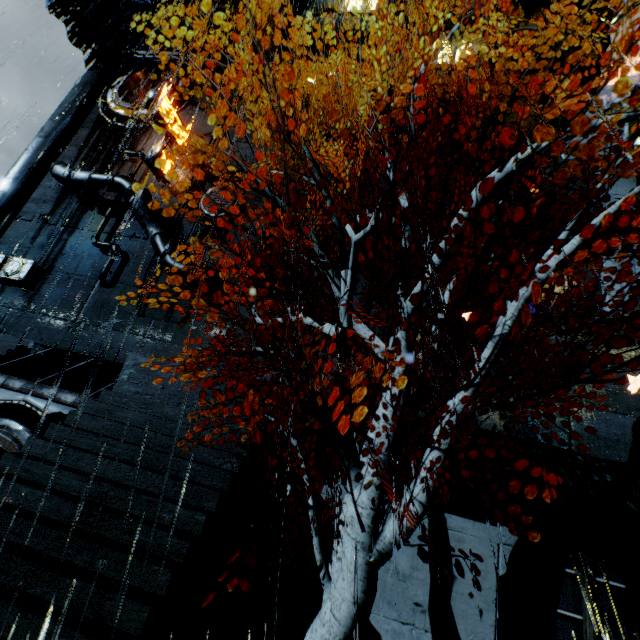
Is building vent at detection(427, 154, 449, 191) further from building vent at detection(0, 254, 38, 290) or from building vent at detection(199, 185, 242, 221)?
building vent at detection(0, 254, 38, 290)

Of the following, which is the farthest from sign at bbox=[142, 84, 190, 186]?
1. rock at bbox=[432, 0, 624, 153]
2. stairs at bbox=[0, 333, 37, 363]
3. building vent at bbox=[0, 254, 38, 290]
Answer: rock at bbox=[432, 0, 624, 153]

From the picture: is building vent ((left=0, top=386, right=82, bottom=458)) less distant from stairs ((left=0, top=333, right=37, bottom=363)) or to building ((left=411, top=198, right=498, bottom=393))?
stairs ((left=0, top=333, right=37, bottom=363))

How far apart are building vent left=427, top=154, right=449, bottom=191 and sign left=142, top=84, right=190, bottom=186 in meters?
17.3 m

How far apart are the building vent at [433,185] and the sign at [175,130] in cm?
1733

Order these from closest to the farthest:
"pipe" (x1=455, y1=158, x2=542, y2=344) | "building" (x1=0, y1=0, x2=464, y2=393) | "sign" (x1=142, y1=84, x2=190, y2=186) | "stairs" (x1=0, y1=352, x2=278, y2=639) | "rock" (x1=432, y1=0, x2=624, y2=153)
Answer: "stairs" (x1=0, y1=352, x2=278, y2=639)
"building" (x1=0, y1=0, x2=464, y2=393)
"pipe" (x1=455, y1=158, x2=542, y2=344)
"sign" (x1=142, y1=84, x2=190, y2=186)
"rock" (x1=432, y1=0, x2=624, y2=153)

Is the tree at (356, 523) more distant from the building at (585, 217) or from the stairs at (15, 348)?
the stairs at (15, 348)

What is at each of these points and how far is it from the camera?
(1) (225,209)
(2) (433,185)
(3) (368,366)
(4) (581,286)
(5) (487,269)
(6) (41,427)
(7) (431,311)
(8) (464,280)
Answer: (1) building vent, 21.3 meters
(2) building vent, 19.7 meters
(3) building, 9.1 meters
(4) building, 16.5 meters
(5) pipe, 15.2 meters
(6) pipe, 7.9 meters
(7) building, 13.0 meters
(8) building, 17.3 meters
